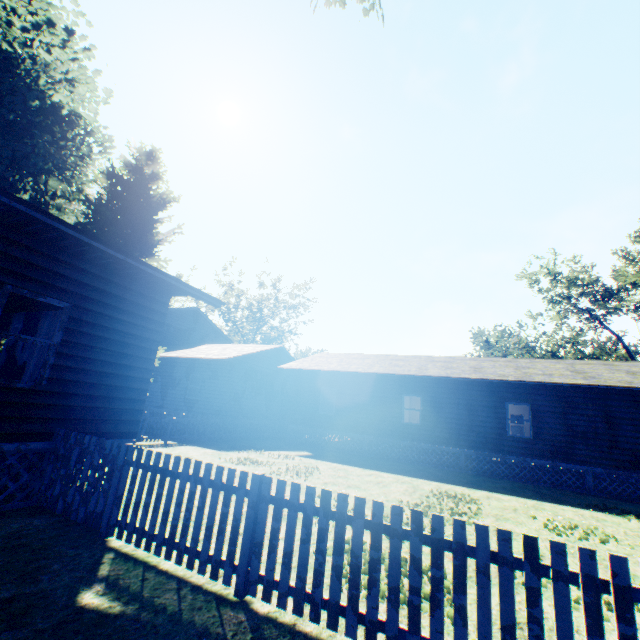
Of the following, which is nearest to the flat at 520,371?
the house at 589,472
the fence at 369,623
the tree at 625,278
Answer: the house at 589,472

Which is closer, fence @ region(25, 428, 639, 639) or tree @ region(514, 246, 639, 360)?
fence @ region(25, 428, 639, 639)

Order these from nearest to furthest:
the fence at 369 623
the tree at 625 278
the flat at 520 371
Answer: the fence at 369 623, the flat at 520 371, the tree at 625 278

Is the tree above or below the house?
above

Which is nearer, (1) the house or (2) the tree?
(1) the house

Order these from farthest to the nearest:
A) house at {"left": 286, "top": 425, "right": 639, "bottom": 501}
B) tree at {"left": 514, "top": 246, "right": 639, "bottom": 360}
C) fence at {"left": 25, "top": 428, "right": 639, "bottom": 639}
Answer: tree at {"left": 514, "top": 246, "right": 639, "bottom": 360} < house at {"left": 286, "top": 425, "right": 639, "bottom": 501} < fence at {"left": 25, "top": 428, "right": 639, "bottom": 639}

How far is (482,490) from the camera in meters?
11.7

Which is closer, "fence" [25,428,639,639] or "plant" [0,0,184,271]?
"fence" [25,428,639,639]
